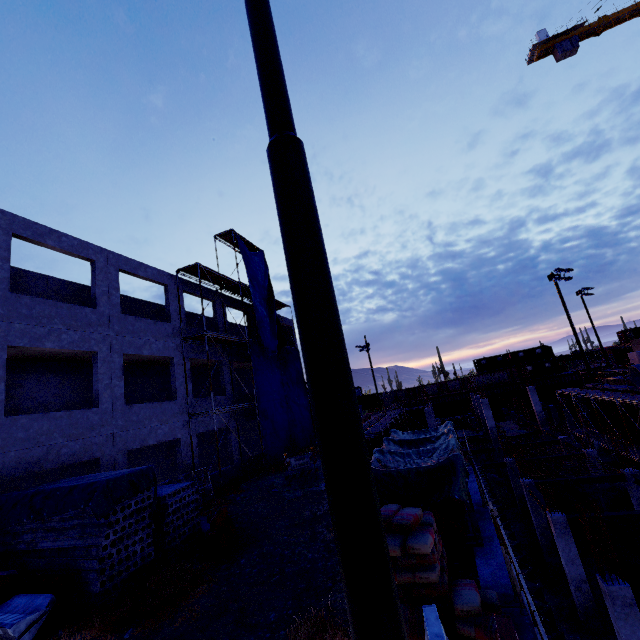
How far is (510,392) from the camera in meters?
53.7 m

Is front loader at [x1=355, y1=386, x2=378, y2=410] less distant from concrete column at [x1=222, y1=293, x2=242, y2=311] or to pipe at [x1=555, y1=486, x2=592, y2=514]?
Result: pipe at [x1=555, y1=486, x2=592, y2=514]

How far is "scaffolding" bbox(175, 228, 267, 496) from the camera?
16.14m

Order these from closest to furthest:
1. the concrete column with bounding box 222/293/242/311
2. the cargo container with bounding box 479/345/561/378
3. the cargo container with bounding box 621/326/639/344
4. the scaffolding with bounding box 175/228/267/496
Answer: the scaffolding with bounding box 175/228/267/496
the concrete column with bounding box 222/293/242/311
the cargo container with bounding box 479/345/561/378
the cargo container with bounding box 621/326/639/344

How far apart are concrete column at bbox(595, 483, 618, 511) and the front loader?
29.39m

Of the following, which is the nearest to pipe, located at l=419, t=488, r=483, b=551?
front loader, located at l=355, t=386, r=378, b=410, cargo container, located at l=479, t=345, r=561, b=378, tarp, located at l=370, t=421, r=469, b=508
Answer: tarp, located at l=370, t=421, r=469, b=508

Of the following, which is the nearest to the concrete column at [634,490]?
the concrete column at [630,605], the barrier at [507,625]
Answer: the concrete column at [630,605]

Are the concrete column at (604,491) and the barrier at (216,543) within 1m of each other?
no
